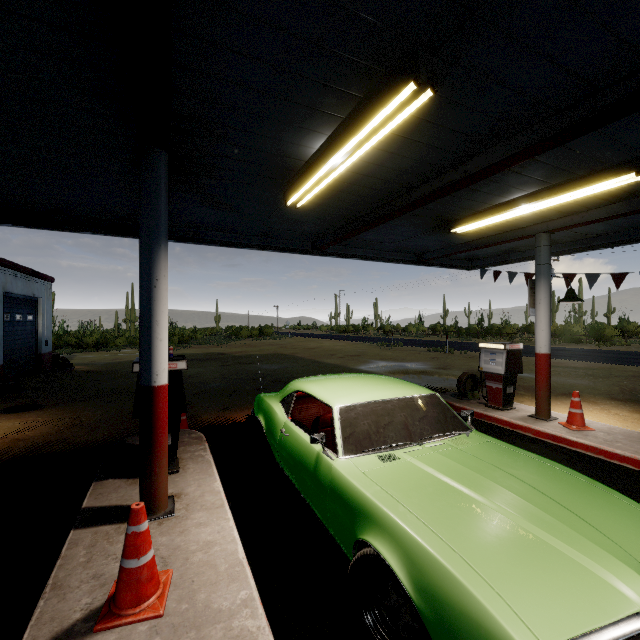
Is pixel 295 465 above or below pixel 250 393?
above

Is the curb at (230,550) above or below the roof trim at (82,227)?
below

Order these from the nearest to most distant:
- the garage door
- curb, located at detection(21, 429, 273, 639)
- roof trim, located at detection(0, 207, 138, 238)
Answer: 1. curb, located at detection(21, 429, 273, 639)
2. roof trim, located at detection(0, 207, 138, 238)
3. the garage door

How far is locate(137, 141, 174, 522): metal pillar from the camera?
3.34m

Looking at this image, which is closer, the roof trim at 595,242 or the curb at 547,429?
the curb at 547,429

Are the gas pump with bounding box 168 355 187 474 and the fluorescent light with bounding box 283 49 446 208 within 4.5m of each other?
yes

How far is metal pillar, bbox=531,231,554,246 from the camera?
6.64m

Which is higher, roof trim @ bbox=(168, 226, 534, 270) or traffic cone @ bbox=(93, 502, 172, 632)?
roof trim @ bbox=(168, 226, 534, 270)
